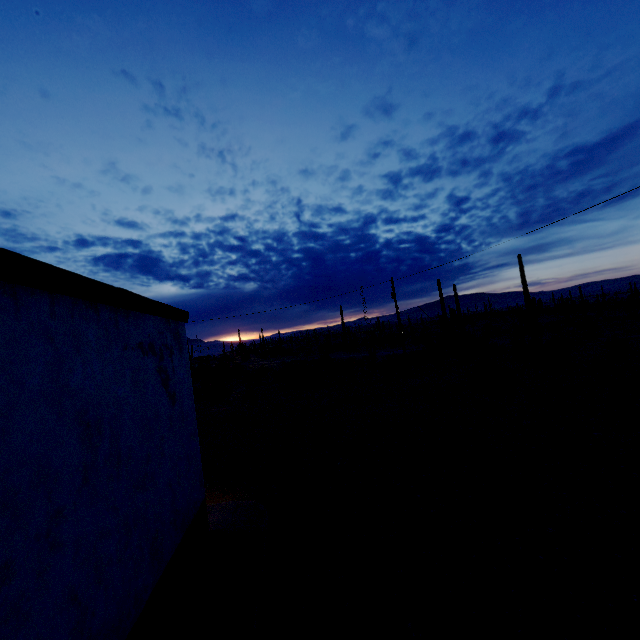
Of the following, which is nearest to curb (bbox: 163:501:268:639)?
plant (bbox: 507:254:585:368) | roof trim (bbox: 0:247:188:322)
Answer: roof trim (bbox: 0:247:188:322)

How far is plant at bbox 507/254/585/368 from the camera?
22.39m

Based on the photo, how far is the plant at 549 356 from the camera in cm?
2239

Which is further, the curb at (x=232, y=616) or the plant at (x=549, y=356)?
the plant at (x=549, y=356)

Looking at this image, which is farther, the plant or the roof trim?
the plant

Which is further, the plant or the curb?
the plant

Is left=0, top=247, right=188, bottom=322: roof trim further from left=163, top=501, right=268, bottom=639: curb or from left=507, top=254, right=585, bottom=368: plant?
left=507, top=254, right=585, bottom=368: plant

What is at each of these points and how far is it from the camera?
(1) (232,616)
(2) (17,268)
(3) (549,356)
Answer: (1) curb, 4.8m
(2) roof trim, 2.8m
(3) plant, 22.1m
